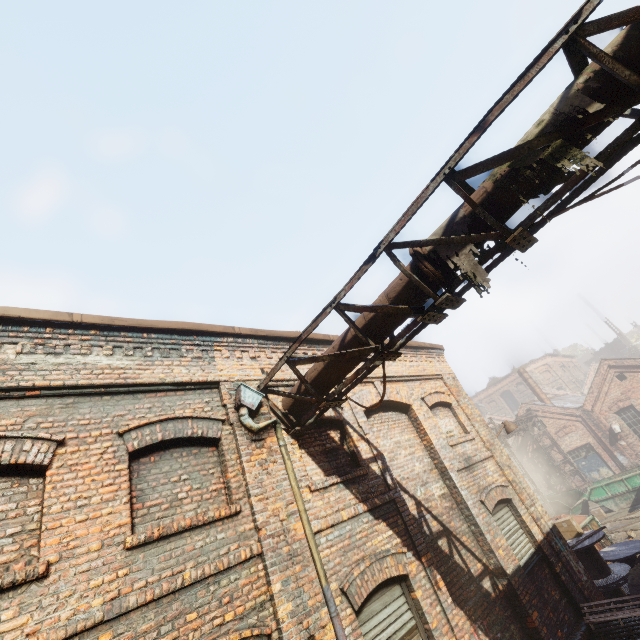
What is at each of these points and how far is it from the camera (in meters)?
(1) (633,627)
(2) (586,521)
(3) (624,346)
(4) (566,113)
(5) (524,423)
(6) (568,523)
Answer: (1) pallet, 6.21
(2) trash container, 13.20
(3) building, 47.12
(4) pipe, 2.92
(5) pipe, 26.06
(6) carton, 10.10

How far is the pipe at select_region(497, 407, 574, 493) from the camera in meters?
20.7 m

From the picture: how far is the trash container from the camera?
13.0 meters

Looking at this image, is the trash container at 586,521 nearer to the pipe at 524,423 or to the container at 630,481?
the pipe at 524,423

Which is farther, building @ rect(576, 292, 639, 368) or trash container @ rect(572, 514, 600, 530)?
building @ rect(576, 292, 639, 368)

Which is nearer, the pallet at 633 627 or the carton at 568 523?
the pallet at 633 627

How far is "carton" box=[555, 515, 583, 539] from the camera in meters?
10.0 m

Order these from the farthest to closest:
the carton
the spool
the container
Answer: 1. the container
2. the carton
3. the spool
